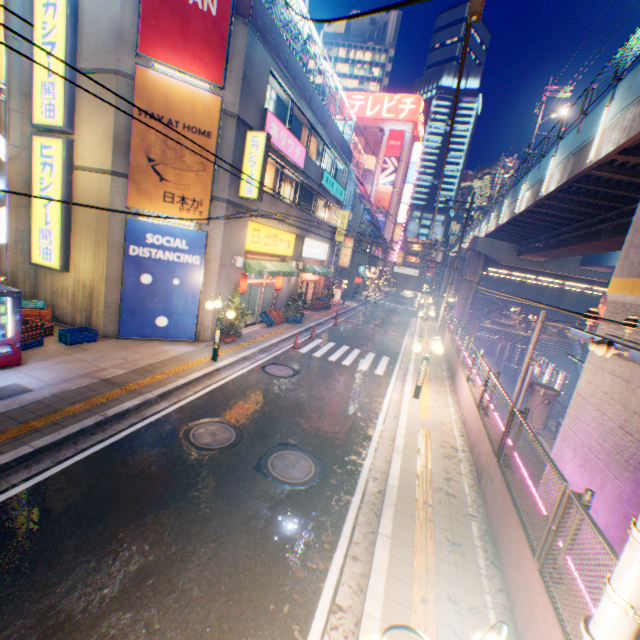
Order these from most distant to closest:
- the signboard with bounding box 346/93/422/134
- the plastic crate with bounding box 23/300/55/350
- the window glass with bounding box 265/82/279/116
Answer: the signboard with bounding box 346/93/422/134 < the window glass with bounding box 265/82/279/116 < the plastic crate with bounding box 23/300/55/350

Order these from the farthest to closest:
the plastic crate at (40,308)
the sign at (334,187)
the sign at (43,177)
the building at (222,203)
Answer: the sign at (334,187)
the building at (222,203)
the sign at (43,177)
the plastic crate at (40,308)

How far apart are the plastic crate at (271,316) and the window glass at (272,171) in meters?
6.0 m

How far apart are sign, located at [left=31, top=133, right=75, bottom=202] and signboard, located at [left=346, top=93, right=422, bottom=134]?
55.9m

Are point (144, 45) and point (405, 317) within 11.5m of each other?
no

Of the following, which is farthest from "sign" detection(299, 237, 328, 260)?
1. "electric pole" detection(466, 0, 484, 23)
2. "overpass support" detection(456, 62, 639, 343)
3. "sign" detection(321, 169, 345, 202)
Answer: "electric pole" detection(466, 0, 484, 23)

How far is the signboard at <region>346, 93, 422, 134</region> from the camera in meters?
53.7 m

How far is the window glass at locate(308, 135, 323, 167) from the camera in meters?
19.8
